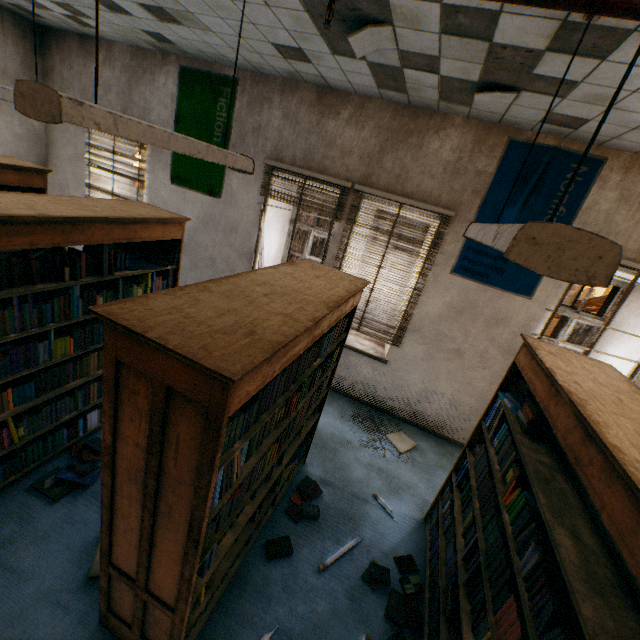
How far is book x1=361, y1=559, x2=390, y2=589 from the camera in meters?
2.7

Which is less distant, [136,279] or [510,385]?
[510,385]

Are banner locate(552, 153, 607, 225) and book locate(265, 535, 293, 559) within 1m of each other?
no

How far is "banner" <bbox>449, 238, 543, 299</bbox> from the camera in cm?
385

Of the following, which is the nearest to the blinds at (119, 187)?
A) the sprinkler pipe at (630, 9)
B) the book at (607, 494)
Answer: the sprinkler pipe at (630, 9)

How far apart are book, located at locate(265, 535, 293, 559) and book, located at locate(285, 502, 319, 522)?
0.19m

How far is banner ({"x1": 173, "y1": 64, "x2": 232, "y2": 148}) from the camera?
4.41m

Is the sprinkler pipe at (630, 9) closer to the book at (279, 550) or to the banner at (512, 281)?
the banner at (512, 281)
